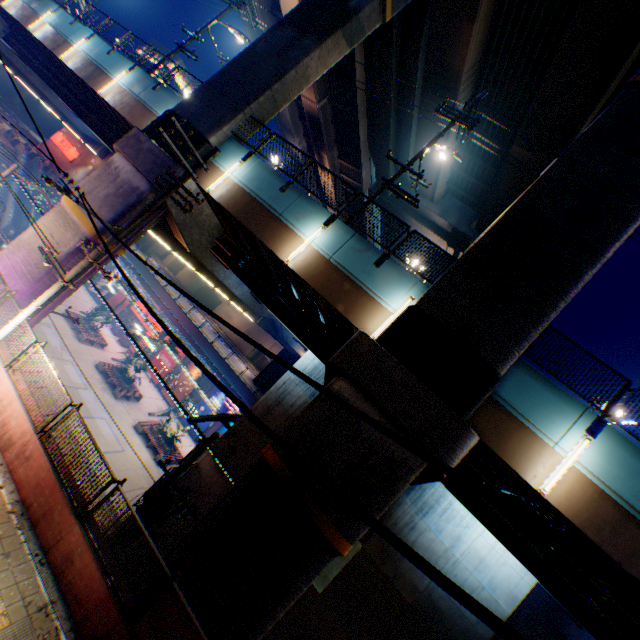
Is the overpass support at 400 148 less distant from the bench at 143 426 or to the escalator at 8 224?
the escalator at 8 224

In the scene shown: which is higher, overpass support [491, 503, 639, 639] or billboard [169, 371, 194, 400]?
overpass support [491, 503, 639, 639]

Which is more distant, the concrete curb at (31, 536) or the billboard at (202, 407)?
the billboard at (202, 407)

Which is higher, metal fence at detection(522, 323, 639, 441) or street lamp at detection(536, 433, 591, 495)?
metal fence at detection(522, 323, 639, 441)

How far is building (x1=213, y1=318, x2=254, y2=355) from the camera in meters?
55.7 m

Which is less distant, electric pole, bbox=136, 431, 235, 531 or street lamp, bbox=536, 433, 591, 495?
street lamp, bbox=536, 433, 591, 495

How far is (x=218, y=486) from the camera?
18.0m

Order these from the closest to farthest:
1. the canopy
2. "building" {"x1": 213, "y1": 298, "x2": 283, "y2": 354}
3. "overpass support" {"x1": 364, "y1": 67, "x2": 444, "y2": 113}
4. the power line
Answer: the power line < the canopy < "overpass support" {"x1": 364, "y1": 67, "x2": 444, "y2": 113} < "building" {"x1": 213, "y1": 298, "x2": 283, "y2": 354}
